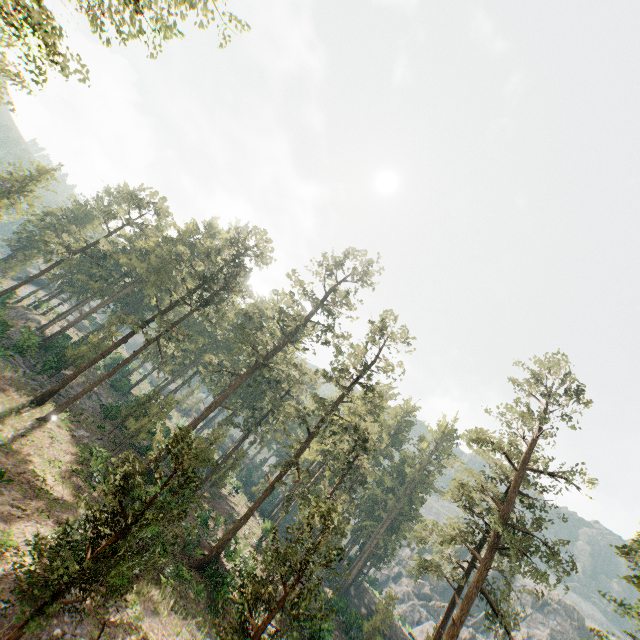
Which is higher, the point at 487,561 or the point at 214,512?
the point at 487,561

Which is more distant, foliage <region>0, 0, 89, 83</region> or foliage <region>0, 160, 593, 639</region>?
foliage <region>0, 160, 593, 639</region>

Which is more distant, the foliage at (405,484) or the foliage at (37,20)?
the foliage at (405,484)
